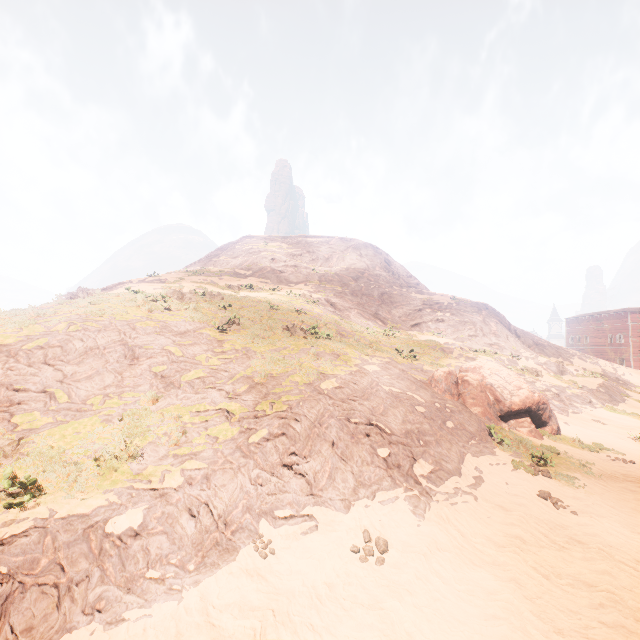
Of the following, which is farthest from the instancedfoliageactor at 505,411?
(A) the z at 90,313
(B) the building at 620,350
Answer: (B) the building at 620,350

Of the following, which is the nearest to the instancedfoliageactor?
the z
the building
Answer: the z

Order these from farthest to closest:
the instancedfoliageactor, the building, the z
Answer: the building → the instancedfoliageactor → the z

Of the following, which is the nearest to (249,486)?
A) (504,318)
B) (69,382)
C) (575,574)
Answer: (69,382)

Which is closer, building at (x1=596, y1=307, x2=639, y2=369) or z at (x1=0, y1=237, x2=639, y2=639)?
z at (x1=0, y1=237, x2=639, y2=639)

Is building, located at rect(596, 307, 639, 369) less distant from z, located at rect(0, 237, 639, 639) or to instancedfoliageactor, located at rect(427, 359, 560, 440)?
z, located at rect(0, 237, 639, 639)
